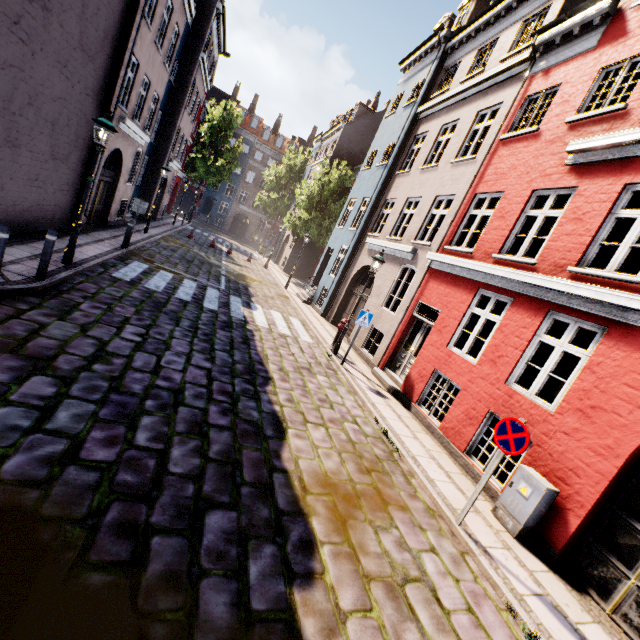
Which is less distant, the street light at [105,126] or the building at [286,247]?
the street light at [105,126]

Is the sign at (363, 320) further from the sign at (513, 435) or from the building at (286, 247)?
the sign at (513, 435)

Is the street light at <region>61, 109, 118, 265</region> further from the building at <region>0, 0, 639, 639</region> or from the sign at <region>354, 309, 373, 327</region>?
the building at <region>0, 0, 639, 639</region>

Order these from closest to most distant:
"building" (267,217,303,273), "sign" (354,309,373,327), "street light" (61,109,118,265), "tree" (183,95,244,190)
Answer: "street light" (61,109,118,265), "sign" (354,309,373,327), "building" (267,217,303,273), "tree" (183,95,244,190)

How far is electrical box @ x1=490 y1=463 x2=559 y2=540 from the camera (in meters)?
5.27

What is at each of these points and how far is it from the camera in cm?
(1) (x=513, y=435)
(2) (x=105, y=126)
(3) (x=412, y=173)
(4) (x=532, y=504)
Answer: (1) sign, 470
(2) street light, 744
(3) building, 1363
(4) electrical box, 529

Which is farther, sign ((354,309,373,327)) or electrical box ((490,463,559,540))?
sign ((354,309,373,327))

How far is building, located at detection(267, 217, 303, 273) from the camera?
29.2m
